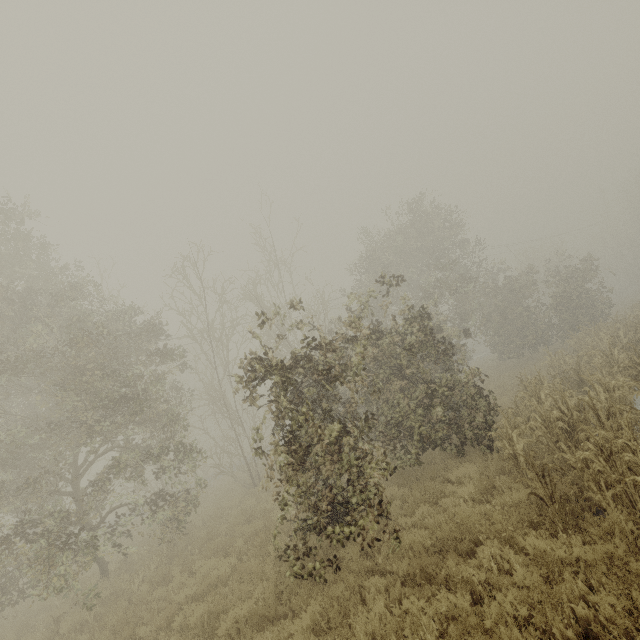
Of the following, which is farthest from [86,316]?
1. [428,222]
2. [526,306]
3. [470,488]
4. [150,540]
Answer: [526,306]
